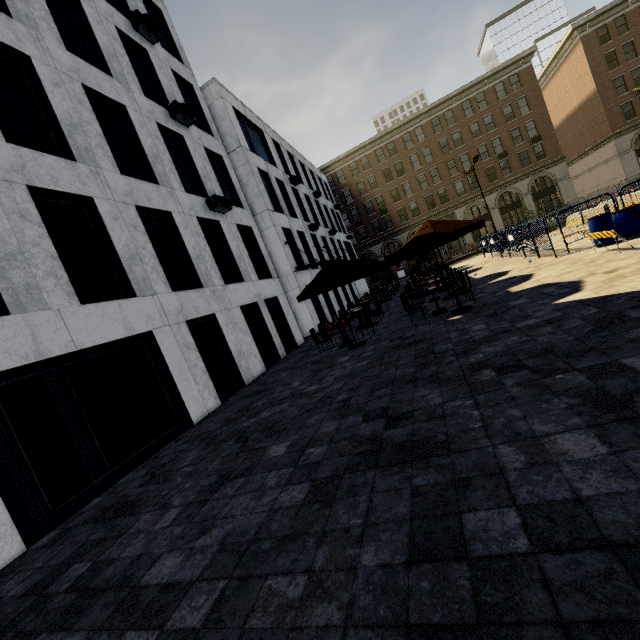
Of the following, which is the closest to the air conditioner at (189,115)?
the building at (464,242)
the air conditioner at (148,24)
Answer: the air conditioner at (148,24)

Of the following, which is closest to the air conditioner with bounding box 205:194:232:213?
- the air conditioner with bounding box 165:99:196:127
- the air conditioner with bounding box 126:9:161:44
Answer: the air conditioner with bounding box 165:99:196:127

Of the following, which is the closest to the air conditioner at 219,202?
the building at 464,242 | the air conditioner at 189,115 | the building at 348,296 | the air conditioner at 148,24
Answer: the air conditioner at 189,115

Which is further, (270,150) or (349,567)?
(270,150)

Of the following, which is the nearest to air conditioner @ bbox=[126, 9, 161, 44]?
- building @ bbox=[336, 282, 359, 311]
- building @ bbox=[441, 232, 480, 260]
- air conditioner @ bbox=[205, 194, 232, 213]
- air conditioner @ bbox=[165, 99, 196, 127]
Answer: air conditioner @ bbox=[165, 99, 196, 127]

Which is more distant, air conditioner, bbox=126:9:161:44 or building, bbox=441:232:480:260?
building, bbox=441:232:480:260

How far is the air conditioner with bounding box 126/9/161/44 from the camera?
12.6m

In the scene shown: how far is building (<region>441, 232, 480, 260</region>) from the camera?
44.19m
